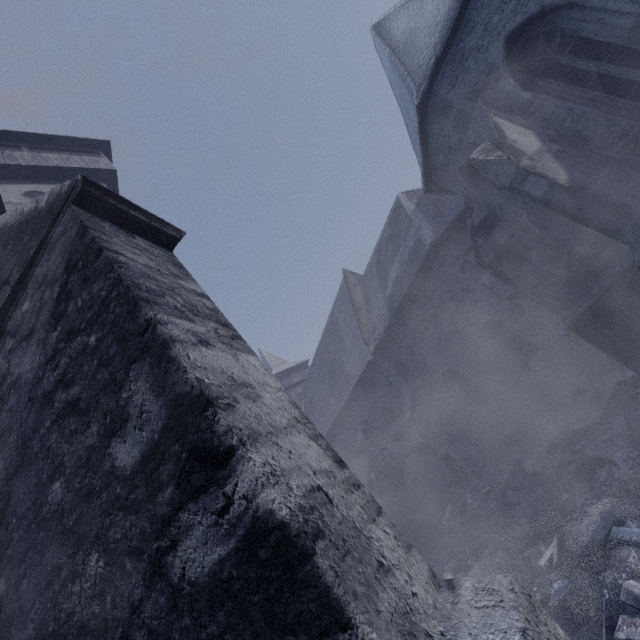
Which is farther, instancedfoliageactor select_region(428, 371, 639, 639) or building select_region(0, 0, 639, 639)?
instancedfoliageactor select_region(428, 371, 639, 639)

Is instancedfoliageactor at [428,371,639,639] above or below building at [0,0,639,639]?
below

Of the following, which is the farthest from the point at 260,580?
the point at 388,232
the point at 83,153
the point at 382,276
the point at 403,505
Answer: the point at 388,232

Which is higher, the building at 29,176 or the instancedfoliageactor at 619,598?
the building at 29,176

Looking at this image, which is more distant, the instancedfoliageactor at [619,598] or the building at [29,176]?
the instancedfoliageactor at [619,598]
